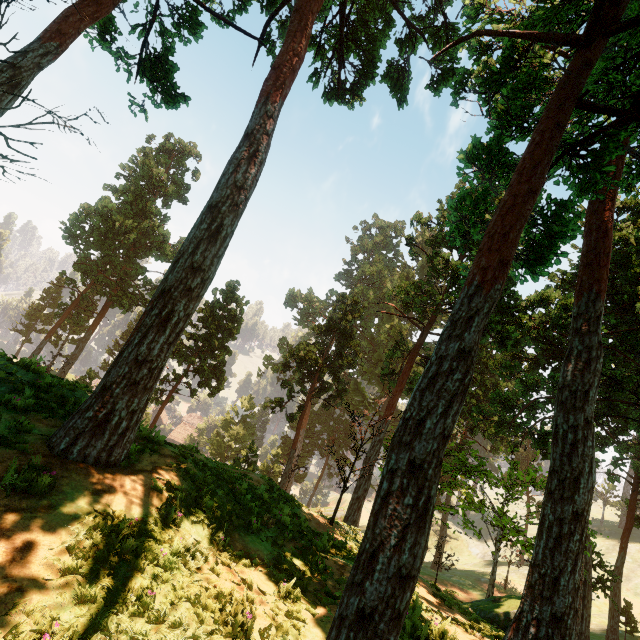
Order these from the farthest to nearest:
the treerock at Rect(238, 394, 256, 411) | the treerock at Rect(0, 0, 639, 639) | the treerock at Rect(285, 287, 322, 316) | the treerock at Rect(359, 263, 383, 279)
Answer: the treerock at Rect(285, 287, 322, 316) → the treerock at Rect(359, 263, 383, 279) → the treerock at Rect(238, 394, 256, 411) → the treerock at Rect(0, 0, 639, 639)

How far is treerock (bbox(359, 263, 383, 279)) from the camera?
56.72m

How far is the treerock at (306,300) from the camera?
57.7 meters

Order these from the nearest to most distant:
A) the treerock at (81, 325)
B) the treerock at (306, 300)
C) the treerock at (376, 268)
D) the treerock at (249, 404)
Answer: the treerock at (81, 325), the treerock at (249, 404), the treerock at (376, 268), the treerock at (306, 300)

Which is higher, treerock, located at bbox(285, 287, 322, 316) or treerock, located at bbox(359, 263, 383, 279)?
treerock, located at bbox(359, 263, 383, 279)

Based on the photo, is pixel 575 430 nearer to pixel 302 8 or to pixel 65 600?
pixel 65 600
